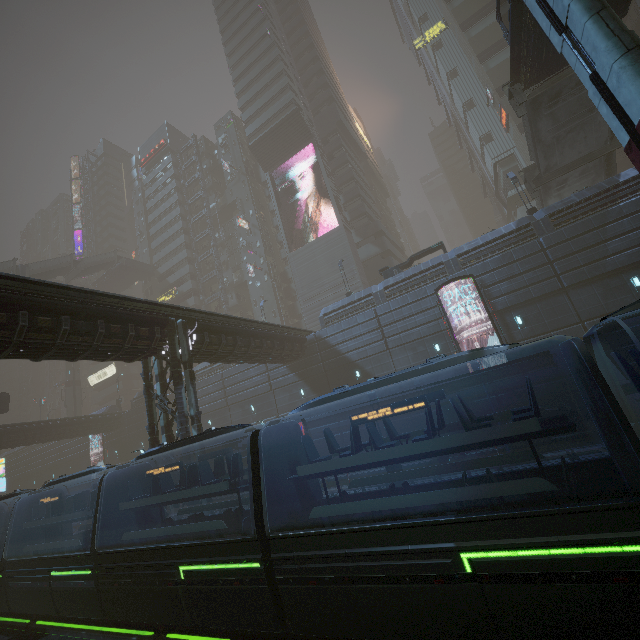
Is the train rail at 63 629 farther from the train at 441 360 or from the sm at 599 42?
the sm at 599 42

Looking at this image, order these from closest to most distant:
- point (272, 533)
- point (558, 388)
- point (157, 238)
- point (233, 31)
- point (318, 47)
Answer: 1. point (272, 533)
2. point (558, 388)
3. point (233, 31)
4. point (318, 47)
5. point (157, 238)

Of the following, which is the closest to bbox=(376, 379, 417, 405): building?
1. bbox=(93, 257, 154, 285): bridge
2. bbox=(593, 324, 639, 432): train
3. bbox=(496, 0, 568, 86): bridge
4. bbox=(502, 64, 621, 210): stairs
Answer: bbox=(93, 257, 154, 285): bridge

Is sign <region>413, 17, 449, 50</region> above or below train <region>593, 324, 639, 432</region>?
above

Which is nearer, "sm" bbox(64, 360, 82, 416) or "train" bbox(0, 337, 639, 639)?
"train" bbox(0, 337, 639, 639)

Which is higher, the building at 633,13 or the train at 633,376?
the building at 633,13

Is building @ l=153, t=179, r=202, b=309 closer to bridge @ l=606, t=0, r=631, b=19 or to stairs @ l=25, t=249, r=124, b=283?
stairs @ l=25, t=249, r=124, b=283

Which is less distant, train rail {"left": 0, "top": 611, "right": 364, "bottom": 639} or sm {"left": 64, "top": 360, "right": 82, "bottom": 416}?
train rail {"left": 0, "top": 611, "right": 364, "bottom": 639}
